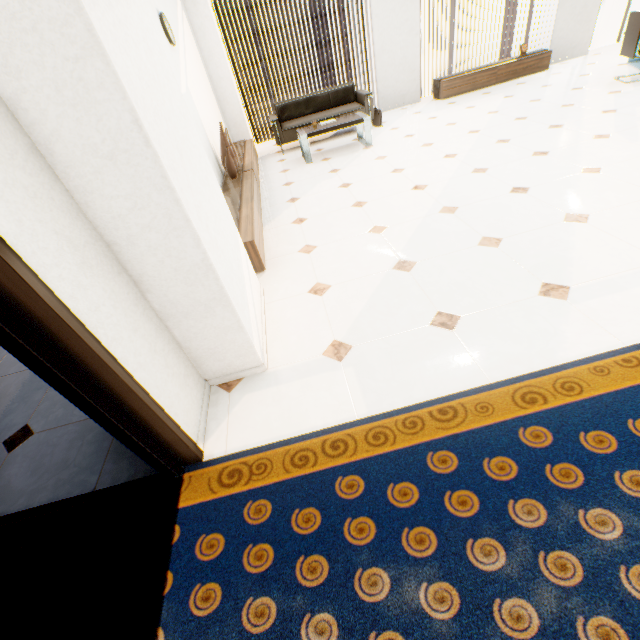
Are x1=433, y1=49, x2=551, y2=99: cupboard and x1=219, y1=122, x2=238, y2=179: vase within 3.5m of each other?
no

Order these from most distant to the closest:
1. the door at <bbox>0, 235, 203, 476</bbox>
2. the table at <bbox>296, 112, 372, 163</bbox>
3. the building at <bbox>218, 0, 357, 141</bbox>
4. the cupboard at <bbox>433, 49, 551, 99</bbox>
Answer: the building at <bbox>218, 0, 357, 141</bbox> < the cupboard at <bbox>433, 49, 551, 99</bbox> < the table at <bbox>296, 112, 372, 163</bbox> < the door at <bbox>0, 235, 203, 476</bbox>

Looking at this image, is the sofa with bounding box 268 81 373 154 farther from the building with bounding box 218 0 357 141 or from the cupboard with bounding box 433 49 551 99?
the building with bounding box 218 0 357 141

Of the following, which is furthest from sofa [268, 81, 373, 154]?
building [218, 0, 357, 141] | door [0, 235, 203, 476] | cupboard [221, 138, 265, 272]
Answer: building [218, 0, 357, 141]

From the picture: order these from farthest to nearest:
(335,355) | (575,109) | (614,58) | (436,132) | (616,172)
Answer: (614,58) < (436,132) < (575,109) < (616,172) < (335,355)

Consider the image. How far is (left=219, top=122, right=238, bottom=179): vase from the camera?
4.31m

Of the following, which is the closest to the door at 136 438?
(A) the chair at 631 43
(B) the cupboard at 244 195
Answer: (B) the cupboard at 244 195

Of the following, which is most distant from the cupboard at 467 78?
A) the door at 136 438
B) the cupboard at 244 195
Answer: the door at 136 438
